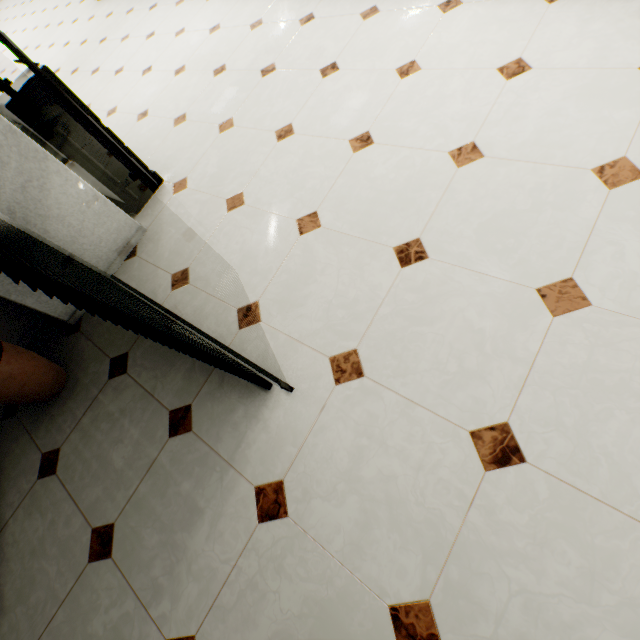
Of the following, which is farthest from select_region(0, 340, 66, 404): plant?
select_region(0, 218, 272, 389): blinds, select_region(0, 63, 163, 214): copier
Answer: select_region(0, 63, 163, 214): copier

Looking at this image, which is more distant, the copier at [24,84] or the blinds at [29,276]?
the copier at [24,84]

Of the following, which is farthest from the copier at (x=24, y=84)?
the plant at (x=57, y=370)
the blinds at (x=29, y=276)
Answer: the plant at (x=57, y=370)

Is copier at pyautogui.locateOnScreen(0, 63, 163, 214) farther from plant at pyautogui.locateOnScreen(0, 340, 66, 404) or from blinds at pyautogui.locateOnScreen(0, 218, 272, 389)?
plant at pyautogui.locateOnScreen(0, 340, 66, 404)

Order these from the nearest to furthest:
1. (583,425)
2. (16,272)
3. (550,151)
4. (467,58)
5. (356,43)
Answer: (16,272), (583,425), (550,151), (467,58), (356,43)

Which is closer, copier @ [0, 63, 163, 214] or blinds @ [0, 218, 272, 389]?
blinds @ [0, 218, 272, 389]
